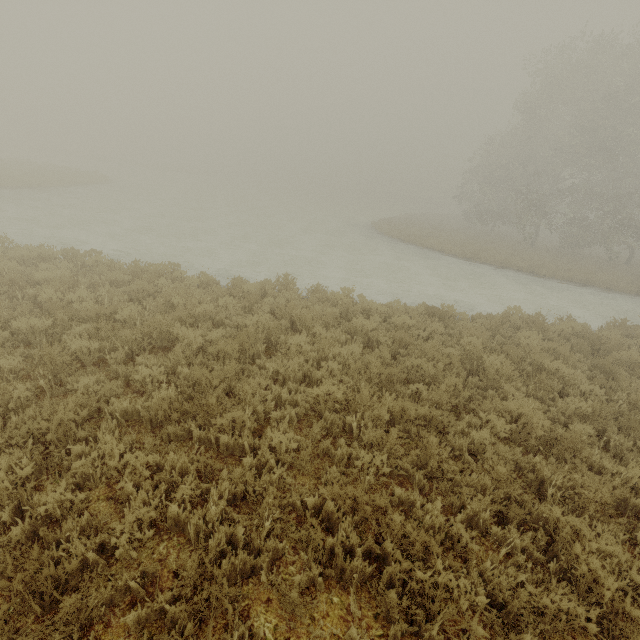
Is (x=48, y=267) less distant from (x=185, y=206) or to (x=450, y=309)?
(x=450, y=309)
